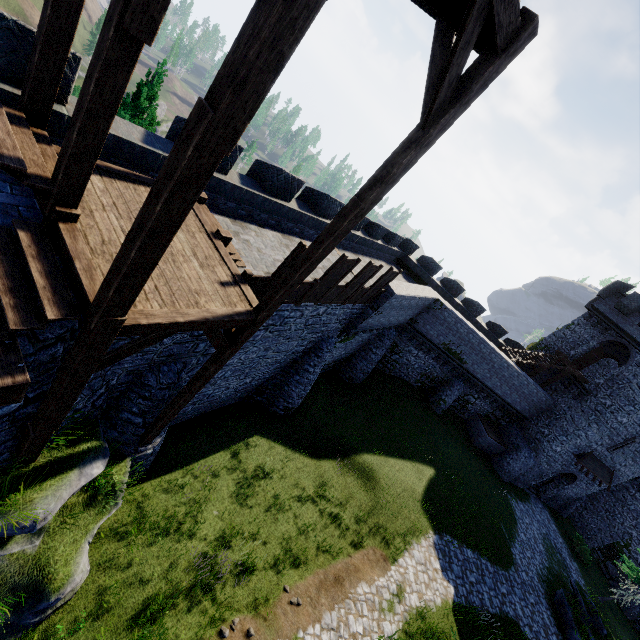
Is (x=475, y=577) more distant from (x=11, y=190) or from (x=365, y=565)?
(x=11, y=190)

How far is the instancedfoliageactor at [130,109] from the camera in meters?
13.3 m

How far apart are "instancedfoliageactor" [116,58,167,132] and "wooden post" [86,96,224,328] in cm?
1322

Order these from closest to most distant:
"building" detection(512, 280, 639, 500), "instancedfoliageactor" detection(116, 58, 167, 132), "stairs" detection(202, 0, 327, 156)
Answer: "stairs" detection(202, 0, 327, 156), "instancedfoliageactor" detection(116, 58, 167, 132), "building" detection(512, 280, 639, 500)

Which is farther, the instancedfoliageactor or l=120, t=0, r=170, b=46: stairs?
the instancedfoliageactor

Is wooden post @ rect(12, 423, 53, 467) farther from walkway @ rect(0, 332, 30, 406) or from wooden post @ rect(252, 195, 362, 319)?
wooden post @ rect(252, 195, 362, 319)

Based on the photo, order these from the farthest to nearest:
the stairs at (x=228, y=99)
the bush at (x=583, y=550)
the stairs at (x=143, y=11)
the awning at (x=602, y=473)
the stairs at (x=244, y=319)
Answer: the bush at (x=583, y=550), the awning at (x=602, y=473), the stairs at (x=244, y=319), the stairs at (x=143, y=11), the stairs at (x=228, y=99)

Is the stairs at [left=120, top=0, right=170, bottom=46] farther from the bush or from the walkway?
the bush
